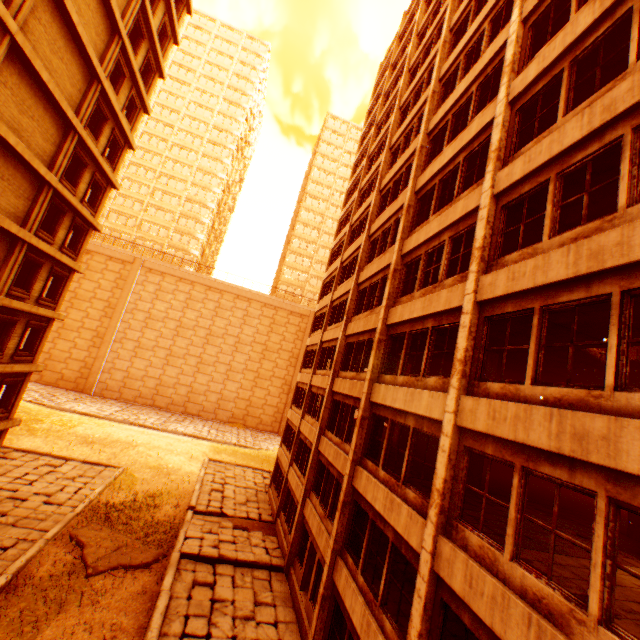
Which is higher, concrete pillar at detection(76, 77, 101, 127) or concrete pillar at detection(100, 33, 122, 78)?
concrete pillar at detection(100, 33, 122, 78)

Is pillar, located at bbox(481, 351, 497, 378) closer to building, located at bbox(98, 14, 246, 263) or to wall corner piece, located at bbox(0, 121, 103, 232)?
wall corner piece, located at bbox(0, 121, 103, 232)

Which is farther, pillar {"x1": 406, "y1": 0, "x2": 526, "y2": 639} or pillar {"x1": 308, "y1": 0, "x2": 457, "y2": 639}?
pillar {"x1": 308, "y1": 0, "x2": 457, "y2": 639}

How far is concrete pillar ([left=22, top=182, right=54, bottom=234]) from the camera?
14.6m

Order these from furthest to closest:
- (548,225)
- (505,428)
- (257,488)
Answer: (257,488) < (548,225) < (505,428)

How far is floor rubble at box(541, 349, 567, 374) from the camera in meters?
11.4

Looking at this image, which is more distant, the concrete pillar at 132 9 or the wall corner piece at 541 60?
the concrete pillar at 132 9

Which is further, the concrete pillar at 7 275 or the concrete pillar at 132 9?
the concrete pillar at 132 9
